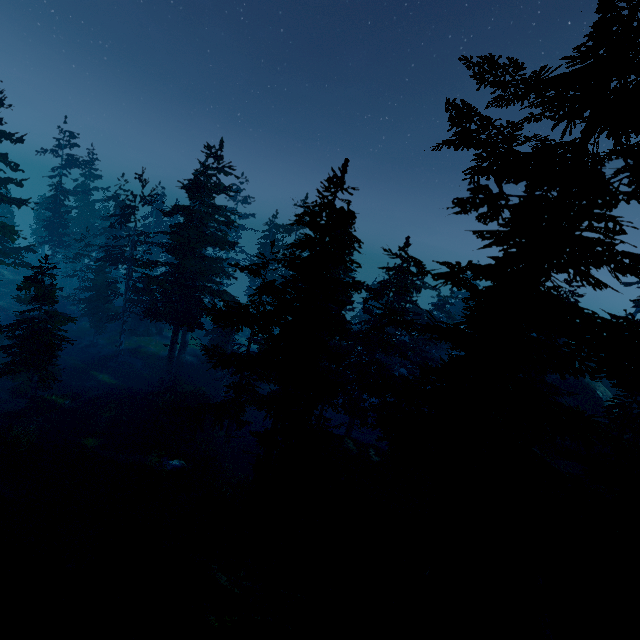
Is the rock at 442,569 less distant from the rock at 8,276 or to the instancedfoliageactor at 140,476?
the instancedfoliageactor at 140,476

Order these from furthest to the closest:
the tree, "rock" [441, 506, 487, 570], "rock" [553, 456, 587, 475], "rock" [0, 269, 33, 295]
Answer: "rock" [0, 269, 33, 295] < "rock" [553, 456, 587, 475] < "rock" [441, 506, 487, 570] < the tree

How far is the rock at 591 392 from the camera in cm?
3092

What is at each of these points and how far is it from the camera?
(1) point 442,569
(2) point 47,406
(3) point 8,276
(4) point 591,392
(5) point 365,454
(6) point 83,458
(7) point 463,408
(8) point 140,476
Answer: (1) rock, 14.7 meters
(2) rock, 24.7 meters
(3) rock, 51.6 meters
(4) rock, 31.5 meters
(5) rock, 20.7 meters
(6) rock, 19.6 meters
(7) instancedfoliageactor, 10.8 meters
(8) instancedfoliageactor, 18.6 meters

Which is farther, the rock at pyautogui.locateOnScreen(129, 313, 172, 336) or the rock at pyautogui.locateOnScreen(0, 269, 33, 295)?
the rock at pyautogui.locateOnScreen(0, 269, 33, 295)

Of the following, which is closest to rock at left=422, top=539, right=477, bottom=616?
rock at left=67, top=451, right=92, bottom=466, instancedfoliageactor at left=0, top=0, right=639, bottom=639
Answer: instancedfoliageactor at left=0, top=0, right=639, bottom=639

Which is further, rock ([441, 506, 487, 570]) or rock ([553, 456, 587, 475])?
rock ([553, 456, 587, 475])

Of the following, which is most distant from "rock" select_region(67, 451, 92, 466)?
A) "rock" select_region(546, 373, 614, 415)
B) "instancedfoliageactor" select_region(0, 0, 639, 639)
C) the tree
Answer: the tree
